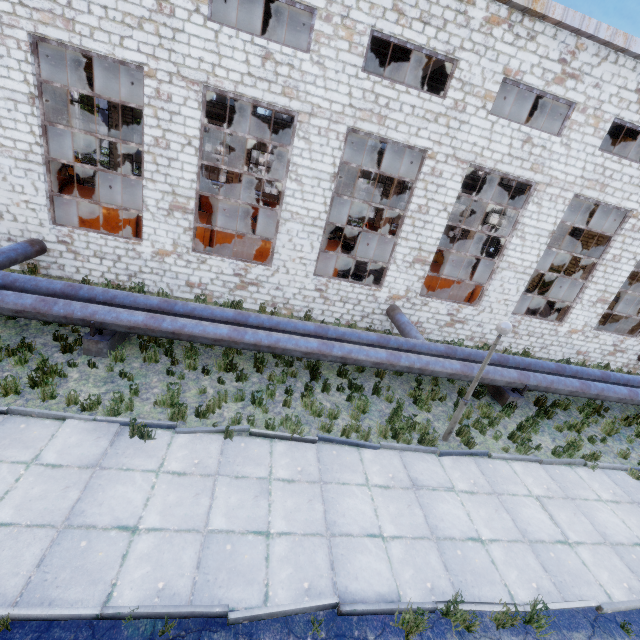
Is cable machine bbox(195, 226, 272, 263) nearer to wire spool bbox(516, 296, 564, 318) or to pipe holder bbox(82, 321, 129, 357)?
pipe holder bbox(82, 321, 129, 357)

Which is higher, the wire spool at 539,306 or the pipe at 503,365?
the wire spool at 539,306

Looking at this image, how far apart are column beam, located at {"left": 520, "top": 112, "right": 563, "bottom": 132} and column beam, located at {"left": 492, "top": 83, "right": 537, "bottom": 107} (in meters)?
4.01

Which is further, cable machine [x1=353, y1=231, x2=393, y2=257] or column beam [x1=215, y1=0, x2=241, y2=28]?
cable machine [x1=353, y1=231, x2=393, y2=257]

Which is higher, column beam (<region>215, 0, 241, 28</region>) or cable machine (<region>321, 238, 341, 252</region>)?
column beam (<region>215, 0, 241, 28</region>)

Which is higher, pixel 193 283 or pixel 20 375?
pixel 193 283

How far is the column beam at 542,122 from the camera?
17.66m

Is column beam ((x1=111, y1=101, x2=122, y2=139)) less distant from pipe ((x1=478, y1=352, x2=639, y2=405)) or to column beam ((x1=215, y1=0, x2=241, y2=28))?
column beam ((x1=215, y1=0, x2=241, y2=28))
